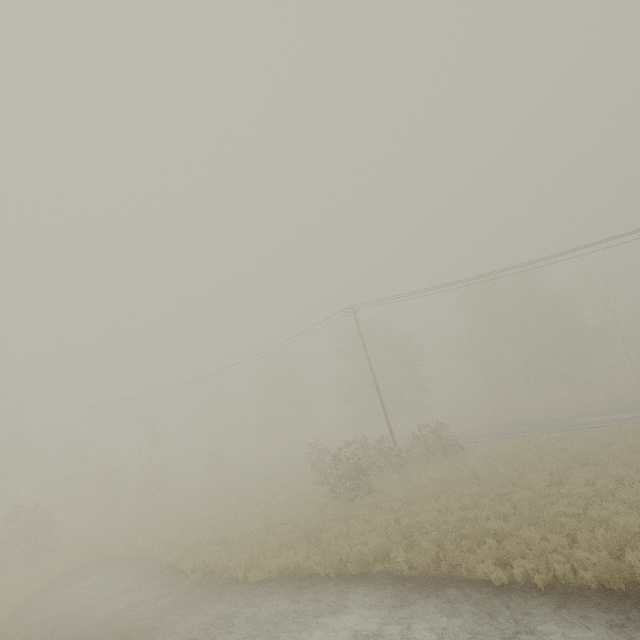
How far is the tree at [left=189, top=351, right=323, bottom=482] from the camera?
37.7m

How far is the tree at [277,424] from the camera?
37.70m

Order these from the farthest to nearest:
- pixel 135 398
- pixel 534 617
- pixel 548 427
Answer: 1. pixel 135 398
2. pixel 548 427
3. pixel 534 617

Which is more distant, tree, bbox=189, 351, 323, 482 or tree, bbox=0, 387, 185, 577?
tree, bbox=189, 351, 323, 482

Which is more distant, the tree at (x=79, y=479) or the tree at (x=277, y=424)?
the tree at (x=277, y=424)
